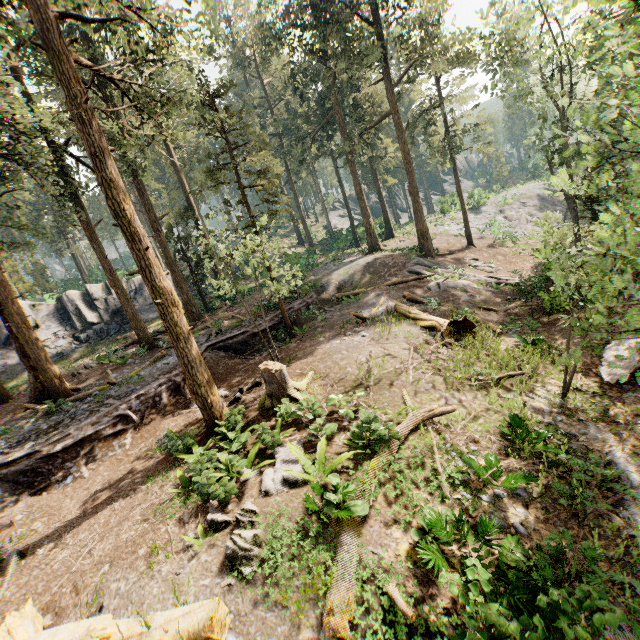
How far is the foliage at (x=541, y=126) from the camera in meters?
22.3 m

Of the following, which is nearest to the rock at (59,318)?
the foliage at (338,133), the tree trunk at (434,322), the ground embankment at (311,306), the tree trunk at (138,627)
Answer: the foliage at (338,133)

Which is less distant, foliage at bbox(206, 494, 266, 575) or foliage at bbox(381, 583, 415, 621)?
foliage at bbox(381, 583, 415, 621)

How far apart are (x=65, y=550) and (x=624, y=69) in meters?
15.1 m

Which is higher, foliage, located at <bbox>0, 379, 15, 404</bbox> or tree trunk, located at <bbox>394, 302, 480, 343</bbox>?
foliage, located at <bbox>0, 379, 15, 404</bbox>

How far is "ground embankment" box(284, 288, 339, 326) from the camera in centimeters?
2167cm

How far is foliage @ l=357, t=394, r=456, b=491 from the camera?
8.0 meters

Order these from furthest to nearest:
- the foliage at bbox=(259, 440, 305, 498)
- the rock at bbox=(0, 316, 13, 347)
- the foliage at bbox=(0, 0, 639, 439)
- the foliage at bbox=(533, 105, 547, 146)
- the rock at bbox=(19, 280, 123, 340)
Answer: the rock at bbox=(19, 280, 123, 340)
the rock at bbox=(0, 316, 13, 347)
the foliage at bbox=(533, 105, 547, 146)
the foliage at bbox=(0, 0, 639, 439)
the foliage at bbox=(259, 440, 305, 498)
